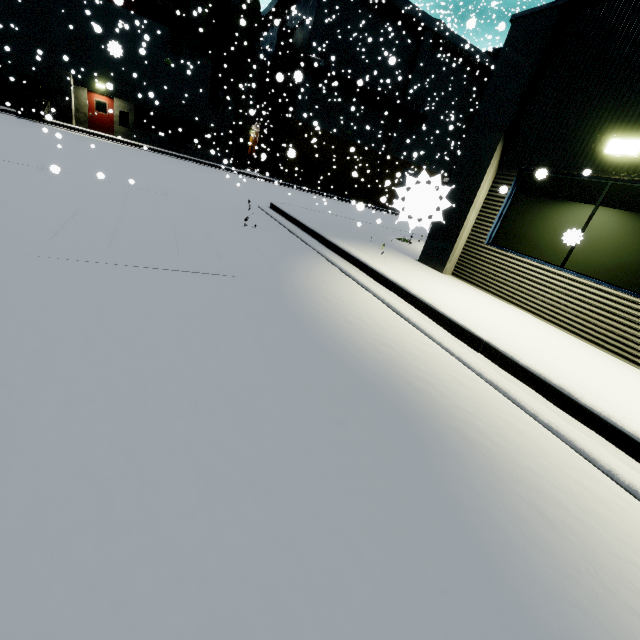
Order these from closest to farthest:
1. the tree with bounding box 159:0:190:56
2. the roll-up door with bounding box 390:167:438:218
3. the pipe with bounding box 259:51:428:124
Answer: the roll-up door with bounding box 390:167:438:218 → the tree with bounding box 159:0:190:56 → the pipe with bounding box 259:51:428:124

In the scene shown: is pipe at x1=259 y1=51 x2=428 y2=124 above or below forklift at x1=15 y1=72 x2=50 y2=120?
above

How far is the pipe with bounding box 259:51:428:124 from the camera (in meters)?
24.83

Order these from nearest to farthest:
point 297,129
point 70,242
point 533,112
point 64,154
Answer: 1. point 70,242
2. point 533,112
3. point 64,154
4. point 297,129

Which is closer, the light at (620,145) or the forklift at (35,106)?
the light at (620,145)

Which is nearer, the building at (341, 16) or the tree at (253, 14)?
the building at (341, 16)

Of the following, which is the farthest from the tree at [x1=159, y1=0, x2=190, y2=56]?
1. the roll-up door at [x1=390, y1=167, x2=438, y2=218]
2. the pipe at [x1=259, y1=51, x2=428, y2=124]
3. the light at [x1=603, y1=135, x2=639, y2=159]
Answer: the roll-up door at [x1=390, y1=167, x2=438, y2=218]

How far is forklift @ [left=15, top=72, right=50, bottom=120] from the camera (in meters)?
18.27
